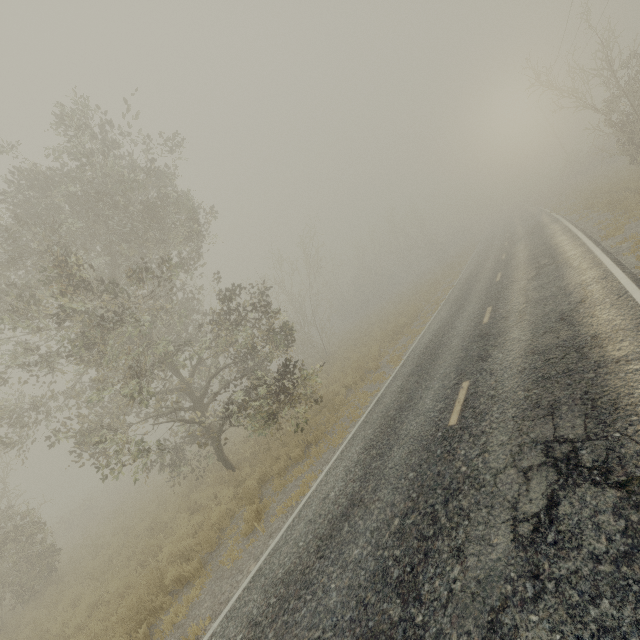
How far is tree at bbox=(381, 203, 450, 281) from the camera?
46.5m

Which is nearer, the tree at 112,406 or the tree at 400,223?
the tree at 112,406

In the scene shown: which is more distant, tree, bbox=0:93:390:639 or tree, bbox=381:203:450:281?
tree, bbox=381:203:450:281

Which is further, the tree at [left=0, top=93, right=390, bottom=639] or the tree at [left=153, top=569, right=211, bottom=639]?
Answer: the tree at [left=0, top=93, right=390, bottom=639]

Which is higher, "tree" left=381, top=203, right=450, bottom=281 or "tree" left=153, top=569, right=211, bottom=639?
"tree" left=381, top=203, right=450, bottom=281

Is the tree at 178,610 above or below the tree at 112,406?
below

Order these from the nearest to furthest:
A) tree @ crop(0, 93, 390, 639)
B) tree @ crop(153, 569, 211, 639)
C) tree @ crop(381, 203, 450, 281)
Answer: tree @ crop(153, 569, 211, 639), tree @ crop(0, 93, 390, 639), tree @ crop(381, 203, 450, 281)

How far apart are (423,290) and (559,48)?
20.78m
